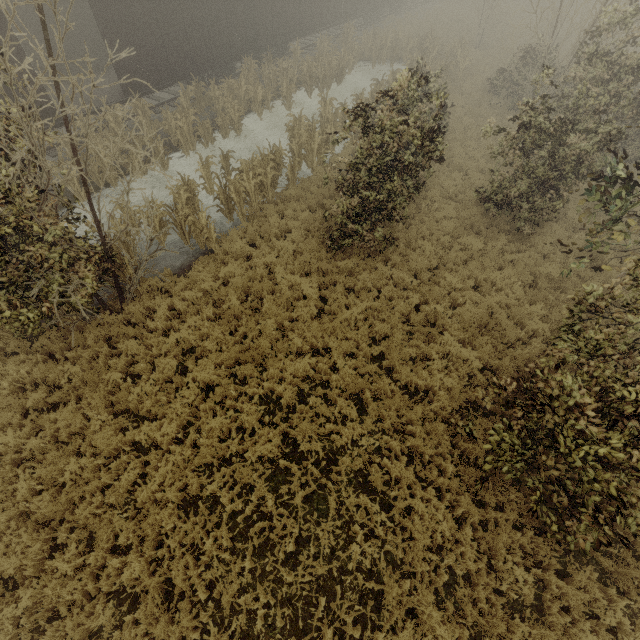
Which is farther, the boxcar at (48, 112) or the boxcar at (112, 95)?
the boxcar at (112, 95)

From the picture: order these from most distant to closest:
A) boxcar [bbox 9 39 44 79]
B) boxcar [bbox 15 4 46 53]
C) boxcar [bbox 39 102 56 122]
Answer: boxcar [bbox 15 4 46 53], boxcar [bbox 39 102 56 122], boxcar [bbox 9 39 44 79]

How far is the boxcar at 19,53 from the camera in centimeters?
1002cm

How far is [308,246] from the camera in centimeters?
1014cm

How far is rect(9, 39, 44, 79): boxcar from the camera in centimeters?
1002cm

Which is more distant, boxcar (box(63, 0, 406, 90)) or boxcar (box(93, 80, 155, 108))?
boxcar (box(93, 80, 155, 108))

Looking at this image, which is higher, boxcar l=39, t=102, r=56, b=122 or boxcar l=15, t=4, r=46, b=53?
boxcar l=15, t=4, r=46, b=53
